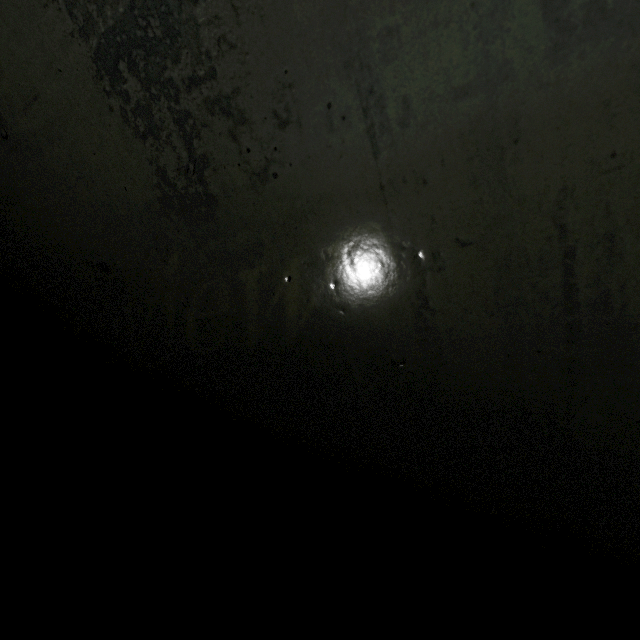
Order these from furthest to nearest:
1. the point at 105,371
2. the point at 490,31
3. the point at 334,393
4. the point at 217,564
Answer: the point at 217,564 < the point at 105,371 < the point at 334,393 < the point at 490,31

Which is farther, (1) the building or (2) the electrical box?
(2) the electrical box

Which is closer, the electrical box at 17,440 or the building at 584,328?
the building at 584,328
